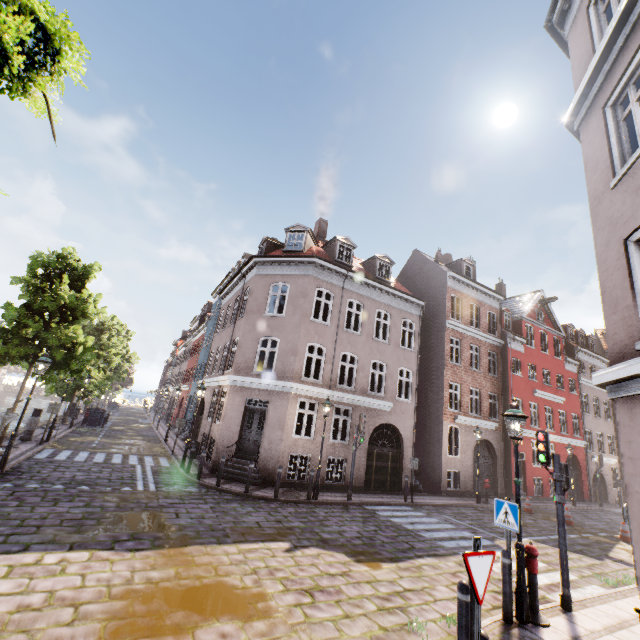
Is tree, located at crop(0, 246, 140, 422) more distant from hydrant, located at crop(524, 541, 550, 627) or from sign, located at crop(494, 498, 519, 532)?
hydrant, located at crop(524, 541, 550, 627)

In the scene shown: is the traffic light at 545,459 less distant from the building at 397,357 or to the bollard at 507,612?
the building at 397,357

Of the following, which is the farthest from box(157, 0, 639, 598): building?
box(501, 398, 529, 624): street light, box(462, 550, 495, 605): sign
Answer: box(462, 550, 495, 605): sign

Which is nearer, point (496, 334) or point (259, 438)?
point (259, 438)

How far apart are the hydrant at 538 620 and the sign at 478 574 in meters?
4.0 m

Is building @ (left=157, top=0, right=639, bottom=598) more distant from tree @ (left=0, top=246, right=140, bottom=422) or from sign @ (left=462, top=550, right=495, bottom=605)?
tree @ (left=0, top=246, right=140, bottom=422)

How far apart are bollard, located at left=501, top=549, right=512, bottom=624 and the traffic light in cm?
222

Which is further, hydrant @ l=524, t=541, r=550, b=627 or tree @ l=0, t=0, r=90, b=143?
hydrant @ l=524, t=541, r=550, b=627
